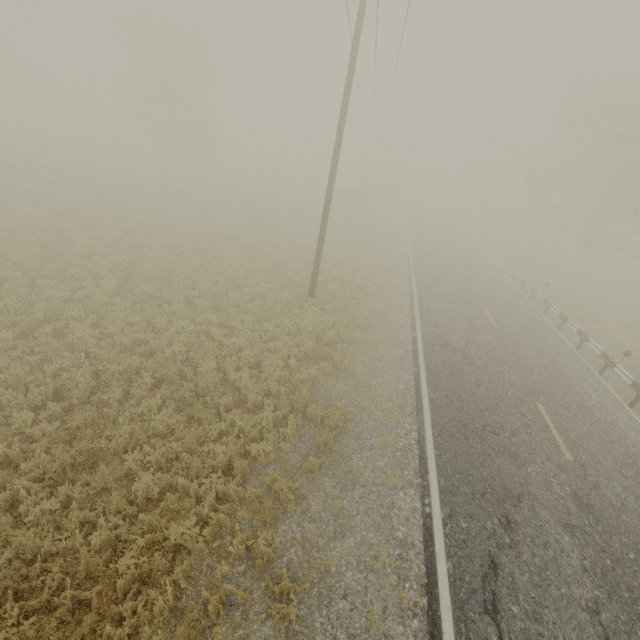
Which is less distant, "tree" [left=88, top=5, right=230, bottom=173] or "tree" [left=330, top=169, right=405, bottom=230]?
"tree" [left=330, top=169, right=405, bottom=230]

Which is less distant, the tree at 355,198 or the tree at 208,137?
the tree at 355,198

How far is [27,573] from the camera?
4.4m

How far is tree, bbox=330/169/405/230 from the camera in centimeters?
3178cm

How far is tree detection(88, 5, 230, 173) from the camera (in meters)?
32.72

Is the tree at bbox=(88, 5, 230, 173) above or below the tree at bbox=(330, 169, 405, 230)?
above

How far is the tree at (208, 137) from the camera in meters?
32.7
